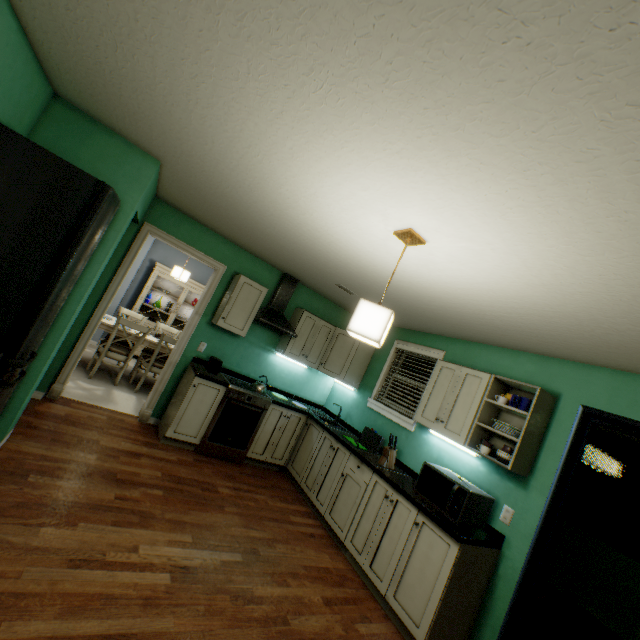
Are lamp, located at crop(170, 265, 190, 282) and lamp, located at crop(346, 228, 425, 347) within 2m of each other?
no

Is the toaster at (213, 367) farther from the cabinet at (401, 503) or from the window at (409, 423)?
the window at (409, 423)

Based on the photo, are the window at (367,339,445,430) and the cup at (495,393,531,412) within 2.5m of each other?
yes

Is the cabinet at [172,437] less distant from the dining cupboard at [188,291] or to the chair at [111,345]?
the chair at [111,345]

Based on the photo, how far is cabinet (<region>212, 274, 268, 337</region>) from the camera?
4.0 meters

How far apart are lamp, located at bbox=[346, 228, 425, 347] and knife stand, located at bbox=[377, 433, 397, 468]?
1.9m

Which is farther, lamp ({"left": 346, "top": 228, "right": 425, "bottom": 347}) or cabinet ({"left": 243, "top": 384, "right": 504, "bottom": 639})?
cabinet ({"left": 243, "top": 384, "right": 504, "bottom": 639})

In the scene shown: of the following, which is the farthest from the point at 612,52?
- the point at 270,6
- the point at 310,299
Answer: the point at 310,299
